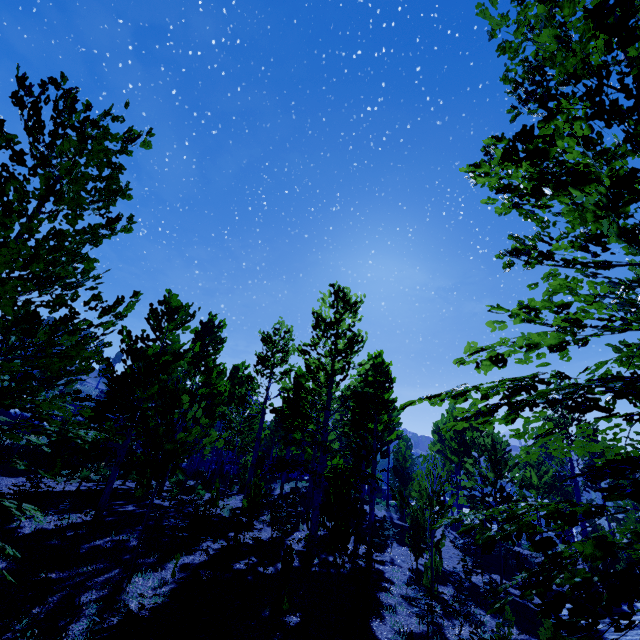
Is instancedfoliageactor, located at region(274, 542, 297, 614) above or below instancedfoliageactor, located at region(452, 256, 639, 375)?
below

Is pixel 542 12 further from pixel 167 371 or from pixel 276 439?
pixel 276 439

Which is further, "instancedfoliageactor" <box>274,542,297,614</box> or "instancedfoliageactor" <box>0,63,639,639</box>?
"instancedfoliageactor" <box>274,542,297,614</box>

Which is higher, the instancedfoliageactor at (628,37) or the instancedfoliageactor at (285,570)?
the instancedfoliageactor at (628,37)

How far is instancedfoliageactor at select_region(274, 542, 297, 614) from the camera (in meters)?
6.58

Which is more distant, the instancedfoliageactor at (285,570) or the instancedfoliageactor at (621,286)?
the instancedfoliageactor at (285,570)
